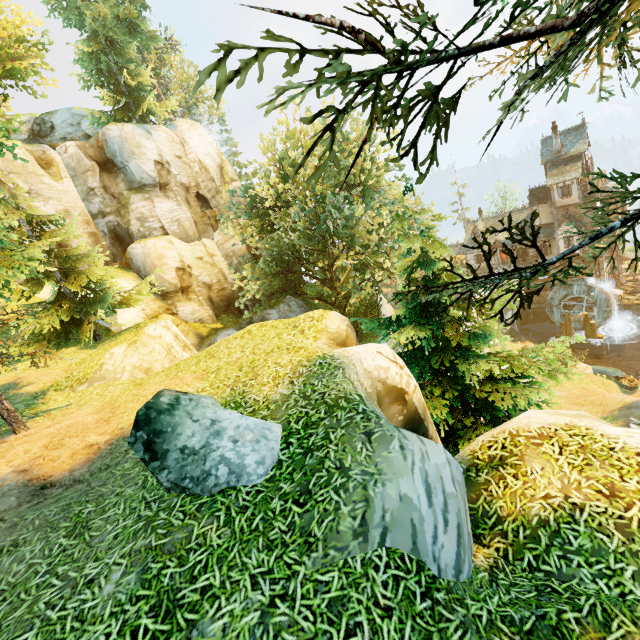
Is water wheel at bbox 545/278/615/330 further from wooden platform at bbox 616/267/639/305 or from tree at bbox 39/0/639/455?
tree at bbox 39/0/639/455

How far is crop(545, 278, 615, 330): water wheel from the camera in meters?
35.7 m

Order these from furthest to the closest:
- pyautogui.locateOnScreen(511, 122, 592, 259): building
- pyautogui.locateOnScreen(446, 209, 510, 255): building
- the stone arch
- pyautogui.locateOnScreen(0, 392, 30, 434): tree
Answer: pyautogui.locateOnScreen(446, 209, 510, 255): building
the stone arch
pyautogui.locateOnScreen(511, 122, 592, 259): building
pyautogui.locateOnScreen(0, 392, 30, 434): tree

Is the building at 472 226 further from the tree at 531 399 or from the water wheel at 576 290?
the tree at 531 399

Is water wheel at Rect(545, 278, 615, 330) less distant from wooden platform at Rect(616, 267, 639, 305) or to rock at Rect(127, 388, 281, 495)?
wooden platform at Rect(616, 267, 639, 305)

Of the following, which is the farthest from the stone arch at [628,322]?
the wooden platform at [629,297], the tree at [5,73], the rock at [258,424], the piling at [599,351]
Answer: the rock at [258,424]

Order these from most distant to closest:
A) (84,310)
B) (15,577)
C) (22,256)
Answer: (84,310)
(22,256)
(15,577)

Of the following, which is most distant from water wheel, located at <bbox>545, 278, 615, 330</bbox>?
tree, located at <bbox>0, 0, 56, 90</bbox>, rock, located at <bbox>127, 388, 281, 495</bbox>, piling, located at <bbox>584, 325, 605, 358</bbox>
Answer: rock, located at <bbox>127, 388, 281, 495</bbox>
